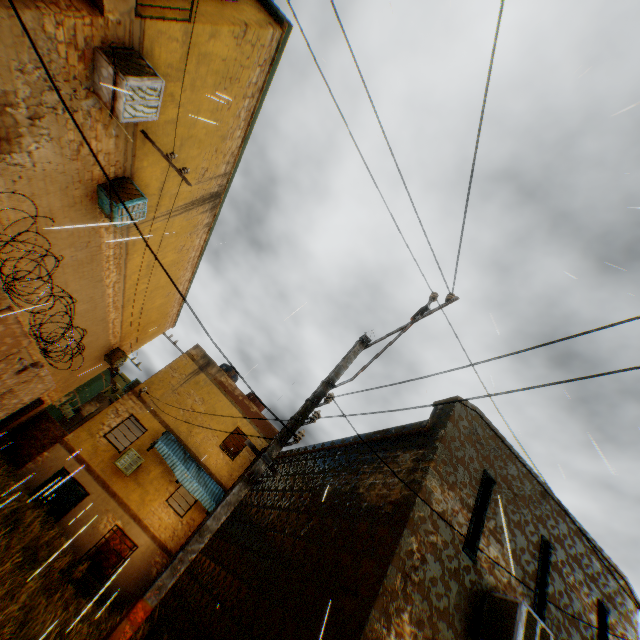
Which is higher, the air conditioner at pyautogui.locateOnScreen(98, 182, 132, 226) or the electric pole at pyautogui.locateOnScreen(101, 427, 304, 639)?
the air conditioner at pyautogui.locateOnScreen(98, 182, 132, 226)

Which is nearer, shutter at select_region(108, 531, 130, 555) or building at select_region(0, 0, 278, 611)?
building at select_region(0, 0, 278, 611)

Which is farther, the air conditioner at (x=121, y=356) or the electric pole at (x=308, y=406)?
the air conditioner at (x=121, y=356)

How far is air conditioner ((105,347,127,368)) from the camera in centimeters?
1758cm

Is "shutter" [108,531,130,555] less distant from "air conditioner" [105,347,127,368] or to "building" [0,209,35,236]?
"building" [0,209,35,236]

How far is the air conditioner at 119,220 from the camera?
7.71m

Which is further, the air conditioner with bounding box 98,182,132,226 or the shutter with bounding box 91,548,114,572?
the shutter with bounding box 91,548,114,572

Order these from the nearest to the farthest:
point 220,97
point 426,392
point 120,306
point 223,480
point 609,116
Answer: point 609,116 < point 426,392 < point 220,97 < point 120,306 < point 223,480
